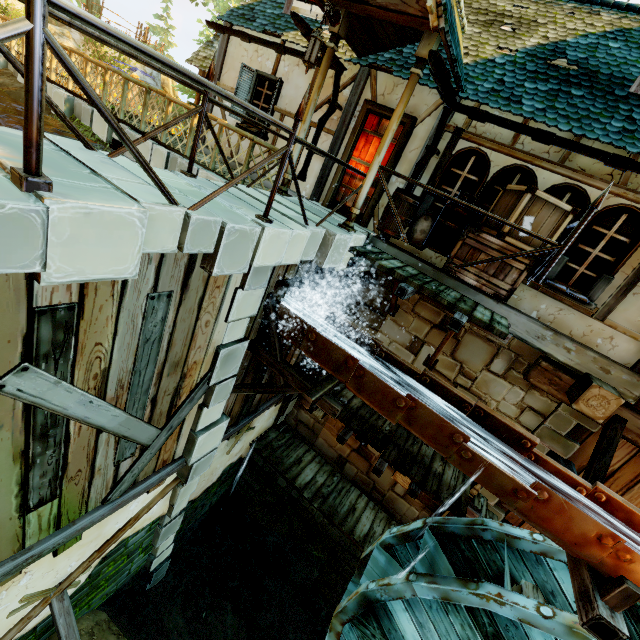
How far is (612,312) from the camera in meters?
5.4 m

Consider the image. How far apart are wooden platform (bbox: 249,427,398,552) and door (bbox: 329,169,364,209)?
6.1m

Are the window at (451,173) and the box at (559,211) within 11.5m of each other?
yes

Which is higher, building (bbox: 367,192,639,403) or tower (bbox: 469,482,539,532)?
building (bbox: 367,192,639,403)

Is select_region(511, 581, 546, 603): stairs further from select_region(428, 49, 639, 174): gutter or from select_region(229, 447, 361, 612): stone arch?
select_region(428, 49, 639, 174): gutter

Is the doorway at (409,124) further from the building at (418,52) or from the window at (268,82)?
the window at (268,82)

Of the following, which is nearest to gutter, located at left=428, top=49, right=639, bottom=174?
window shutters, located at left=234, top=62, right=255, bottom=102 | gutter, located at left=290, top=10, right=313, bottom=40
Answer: gutter, located at left=290, top=10, right=313, bottom=40

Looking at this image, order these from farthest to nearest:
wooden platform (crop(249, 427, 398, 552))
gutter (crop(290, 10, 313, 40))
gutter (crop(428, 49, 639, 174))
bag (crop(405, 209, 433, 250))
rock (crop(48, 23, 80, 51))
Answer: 1. rock (crop(48, 23, 80, 51))
2. wooden platform (crop(249, 427, 398, 552))
3. bag (crop(405, 209, 433, 250))
4. gutter (crop(290, 10, 313, 40))
5. gutter (crop(428, 49, 639, 174))
